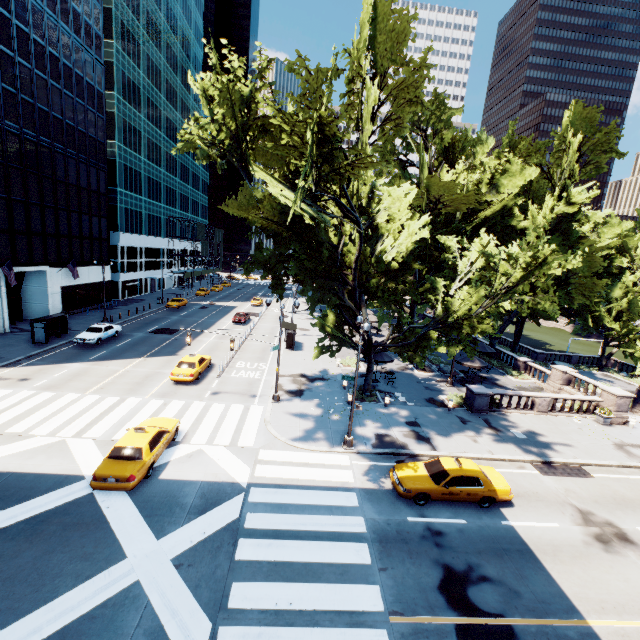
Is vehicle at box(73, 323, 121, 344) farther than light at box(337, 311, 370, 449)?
Yes

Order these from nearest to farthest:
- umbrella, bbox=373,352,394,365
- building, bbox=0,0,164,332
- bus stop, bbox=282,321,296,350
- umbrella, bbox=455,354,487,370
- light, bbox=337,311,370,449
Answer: light, bbox=337,311,370,449 → umbrella, bbox=373,352,394,365 → umbrella, bbox=455,354,487,370 → building, bbox=0,0,164,332 → bus stop, bbox=282,321,296,350

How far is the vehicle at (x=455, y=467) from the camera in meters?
13.9 m

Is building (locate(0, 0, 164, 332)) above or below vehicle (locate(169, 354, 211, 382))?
above

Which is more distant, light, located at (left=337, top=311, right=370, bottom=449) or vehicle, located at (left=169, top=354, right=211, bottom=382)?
vehicle, located at (left=169, top=354, right=211, bottom=382)

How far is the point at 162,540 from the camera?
11.23m

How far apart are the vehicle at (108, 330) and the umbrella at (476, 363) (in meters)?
33.50

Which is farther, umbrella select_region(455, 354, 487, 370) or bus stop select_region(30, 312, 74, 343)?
bus stop select_region(30, 312, 74, 343)
